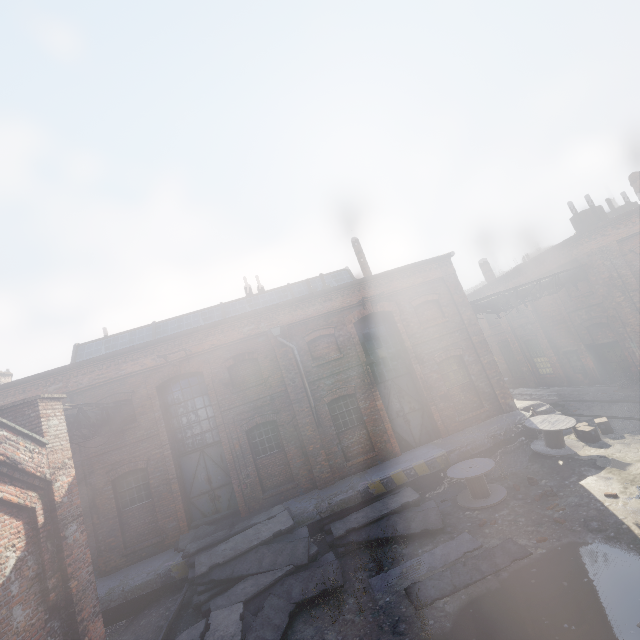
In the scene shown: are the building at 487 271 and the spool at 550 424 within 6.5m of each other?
no

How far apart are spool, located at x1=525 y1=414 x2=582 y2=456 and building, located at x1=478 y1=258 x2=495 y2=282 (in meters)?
15.60

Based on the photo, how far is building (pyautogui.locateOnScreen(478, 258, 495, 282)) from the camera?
25.52m

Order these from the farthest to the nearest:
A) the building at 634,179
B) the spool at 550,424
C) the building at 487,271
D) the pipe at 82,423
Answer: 1. the building at 487,271
2. the building at 634,179
3. the spool at 550,424
4. the pipe at 82,423

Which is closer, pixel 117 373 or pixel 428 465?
pixel 428 465

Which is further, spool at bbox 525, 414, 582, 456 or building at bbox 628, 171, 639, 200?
building at bbox 628, 171, 639, 200

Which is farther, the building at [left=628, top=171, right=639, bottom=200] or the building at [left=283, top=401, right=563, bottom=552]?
Result: the building at [left=628, top=171, right=639, bottom=200]

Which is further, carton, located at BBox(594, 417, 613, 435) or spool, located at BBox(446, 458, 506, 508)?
carton, located at BBox(594, 417, 613, 435)
